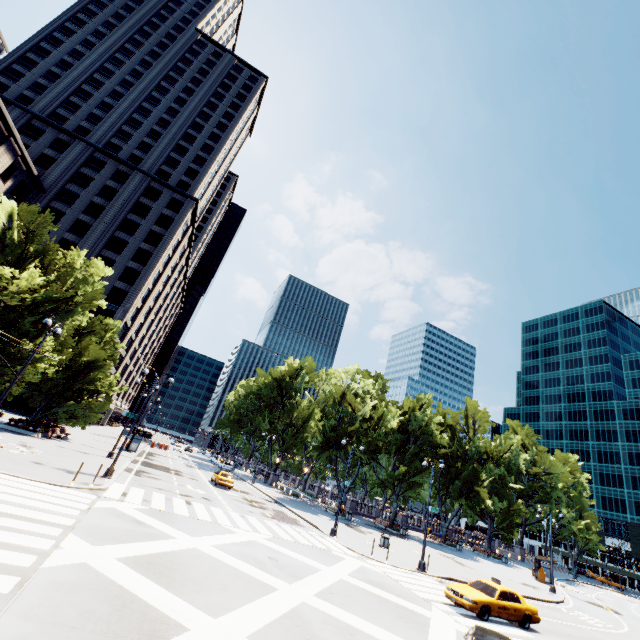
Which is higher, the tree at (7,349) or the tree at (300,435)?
the tree at (300,435)

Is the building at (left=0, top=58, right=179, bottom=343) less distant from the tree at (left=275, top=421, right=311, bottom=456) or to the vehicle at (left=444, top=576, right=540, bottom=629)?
the tree at (left=275, top=421, right=311, bottom=456)

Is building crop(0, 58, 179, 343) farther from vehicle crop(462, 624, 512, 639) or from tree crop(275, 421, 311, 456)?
vehicle crop(462, 624, 512, 639)

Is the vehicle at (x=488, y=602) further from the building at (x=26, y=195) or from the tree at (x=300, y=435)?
the building at (x=26, y=195)

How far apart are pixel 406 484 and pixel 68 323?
48.1m

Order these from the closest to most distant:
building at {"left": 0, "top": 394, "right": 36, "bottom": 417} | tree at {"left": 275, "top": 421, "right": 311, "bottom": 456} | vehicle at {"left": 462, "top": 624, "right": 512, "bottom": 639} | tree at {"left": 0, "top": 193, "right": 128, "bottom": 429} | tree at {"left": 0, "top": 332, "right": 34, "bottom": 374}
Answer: vehicle at {"left": 462, "top": 624, "right": 512, "bottom": 639}, tree at {"left": 0, "top": 332, "right": 34, "bottom": 374}, tree at {"left": 0, "top": 193, "right": 128, "bottom": 429}, building at {"left": 0, "top": 394, "right": 36, "bottom": 417}, tree at {"left": 275, "top": 421, "right": 311, "bottom": 456}

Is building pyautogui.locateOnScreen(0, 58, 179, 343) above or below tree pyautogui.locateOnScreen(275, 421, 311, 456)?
above

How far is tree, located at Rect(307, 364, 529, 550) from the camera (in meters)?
44.06
